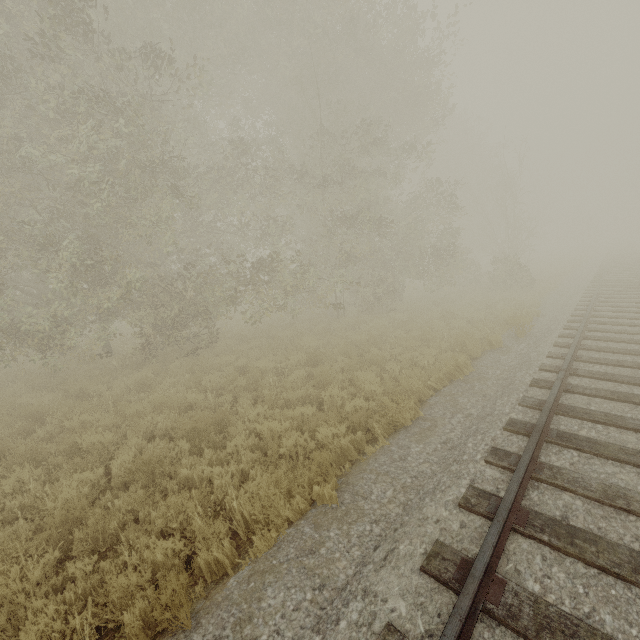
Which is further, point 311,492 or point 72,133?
point 72,133
